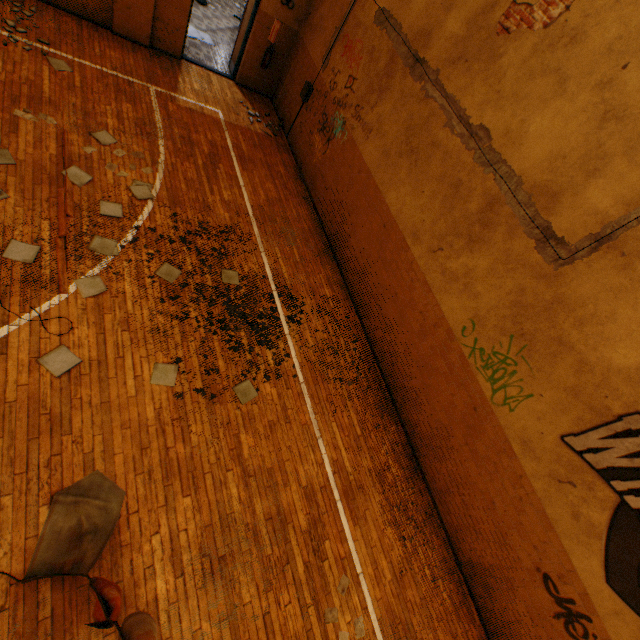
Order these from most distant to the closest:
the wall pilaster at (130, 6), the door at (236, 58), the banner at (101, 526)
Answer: the door at (236, 58) → the wall pilaster at (130, 6) → the banner at (101, 526)

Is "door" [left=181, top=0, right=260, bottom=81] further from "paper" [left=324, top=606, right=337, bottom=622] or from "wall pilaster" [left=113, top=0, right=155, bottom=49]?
"paper" [left=324, top=606, right=337, bottom=622]

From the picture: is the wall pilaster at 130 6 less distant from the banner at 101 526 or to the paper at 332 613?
the banner at 101 526

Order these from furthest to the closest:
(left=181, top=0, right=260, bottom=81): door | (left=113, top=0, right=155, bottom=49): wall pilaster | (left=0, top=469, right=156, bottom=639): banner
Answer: (left=181, top=0, right=260, bottom=81): door
(left=113, top=0, right=155, bottom=49): wall pilaster
(left=0, top=469, right=156, bottom=639): banner

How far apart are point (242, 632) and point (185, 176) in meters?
7.7 m

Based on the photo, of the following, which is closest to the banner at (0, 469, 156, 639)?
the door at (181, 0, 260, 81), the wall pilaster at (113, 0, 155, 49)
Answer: the wall pilaster at (113, 0, 155, 49)

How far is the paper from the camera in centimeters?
430cm

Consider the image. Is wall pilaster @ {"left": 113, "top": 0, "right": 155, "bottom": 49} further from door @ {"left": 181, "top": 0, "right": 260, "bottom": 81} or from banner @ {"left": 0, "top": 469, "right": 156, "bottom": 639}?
banner @ {"left": 0, "top": 469, "right": 156, "bottom": 639}
